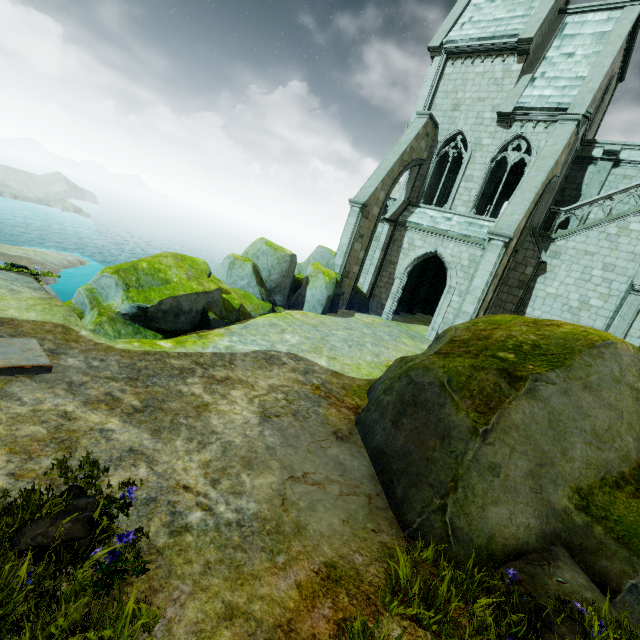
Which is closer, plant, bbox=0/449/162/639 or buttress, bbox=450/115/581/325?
plant, bbox=0/449/162/639

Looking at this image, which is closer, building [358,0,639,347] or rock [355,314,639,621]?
rock [355,314,639,621]

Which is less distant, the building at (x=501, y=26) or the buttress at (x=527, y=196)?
the buttress at (x=527, y=196)

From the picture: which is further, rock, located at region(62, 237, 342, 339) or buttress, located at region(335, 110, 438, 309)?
buttress, located at region(335, 110, 438, 309)

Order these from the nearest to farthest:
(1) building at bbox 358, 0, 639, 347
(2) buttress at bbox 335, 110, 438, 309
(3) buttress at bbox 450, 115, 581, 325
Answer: (3) buttress at bbox 450, 115, 581, 325
(1) building at bbox 358, 0, 639, 347
(2) buttress at bbox 335, 110, 438, 309

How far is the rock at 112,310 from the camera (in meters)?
7.81

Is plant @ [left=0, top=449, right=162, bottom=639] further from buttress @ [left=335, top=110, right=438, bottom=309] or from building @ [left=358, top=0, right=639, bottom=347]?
buttress @ [left=335, top=110, right=438, bottom=309]

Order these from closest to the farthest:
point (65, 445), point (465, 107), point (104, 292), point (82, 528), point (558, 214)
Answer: point (82, 528) → point (65, 445) → point (104, 292) → point (558, 214) → point (465, 107)
